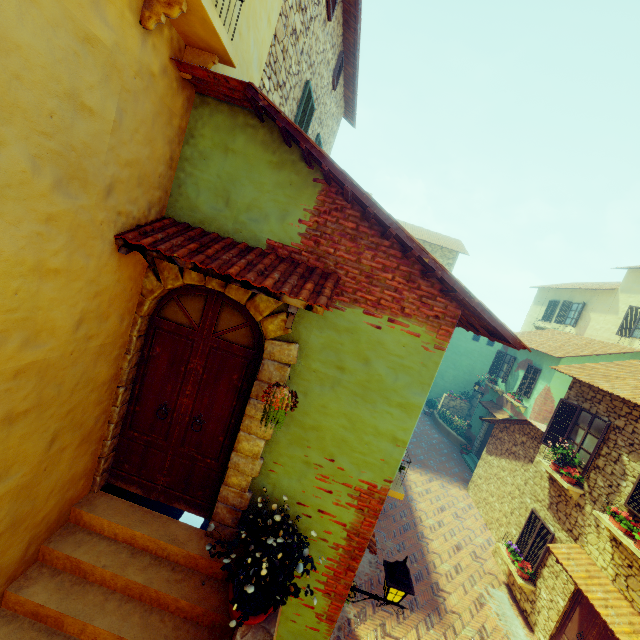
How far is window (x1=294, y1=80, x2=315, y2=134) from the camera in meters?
6.8

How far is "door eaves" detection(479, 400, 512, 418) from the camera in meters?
17.3

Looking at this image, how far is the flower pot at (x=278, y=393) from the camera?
3.1 meters

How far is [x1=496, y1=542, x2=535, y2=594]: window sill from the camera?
9.67m

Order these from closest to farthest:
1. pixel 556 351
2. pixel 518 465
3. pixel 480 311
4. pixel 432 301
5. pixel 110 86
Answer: pixel 110 86 < pixel 480 311 < pixel 432 301 < pixel 518 465 < pixel 556 351

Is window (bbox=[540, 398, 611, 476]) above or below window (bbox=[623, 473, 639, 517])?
above

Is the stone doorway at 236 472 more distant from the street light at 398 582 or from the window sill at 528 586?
the window sill at 528 586

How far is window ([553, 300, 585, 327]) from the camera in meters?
20.4
